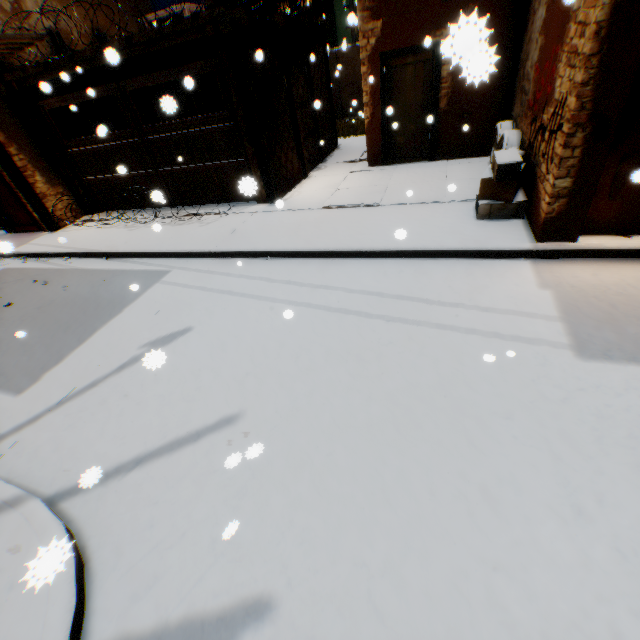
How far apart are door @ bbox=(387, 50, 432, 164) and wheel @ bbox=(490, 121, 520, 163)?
0.4m

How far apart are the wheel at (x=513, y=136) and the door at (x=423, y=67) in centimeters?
39cm

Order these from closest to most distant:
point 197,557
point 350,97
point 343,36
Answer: point 197,557 < point 350,97 < point 343,36

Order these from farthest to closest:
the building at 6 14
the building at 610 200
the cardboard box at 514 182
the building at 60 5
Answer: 1. the building at 60 5
2. the cardboard box at 514 182
3. the building at 6 14
4. the building at 610 200

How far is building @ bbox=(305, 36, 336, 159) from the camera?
9.74m

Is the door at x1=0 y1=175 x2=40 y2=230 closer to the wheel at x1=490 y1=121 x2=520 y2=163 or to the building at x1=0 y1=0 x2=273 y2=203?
the building at x1=0 y1=0 x2=273 y2=203

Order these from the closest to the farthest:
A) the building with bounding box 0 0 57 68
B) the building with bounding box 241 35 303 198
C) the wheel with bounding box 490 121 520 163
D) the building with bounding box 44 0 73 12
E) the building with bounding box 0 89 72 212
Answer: the building with bounding box 0 0 57 68 → the wheel with bounding box 490 121 520 163 → the building with bounding box 241 35 303 198 → the building with bounding box 0 89 72 212 → the building with bounding box 44 0 73 12

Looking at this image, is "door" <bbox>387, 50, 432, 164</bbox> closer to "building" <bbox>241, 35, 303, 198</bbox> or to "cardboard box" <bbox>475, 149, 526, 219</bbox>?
"building" <bbox>241, 35, 303, 198</bbox>
